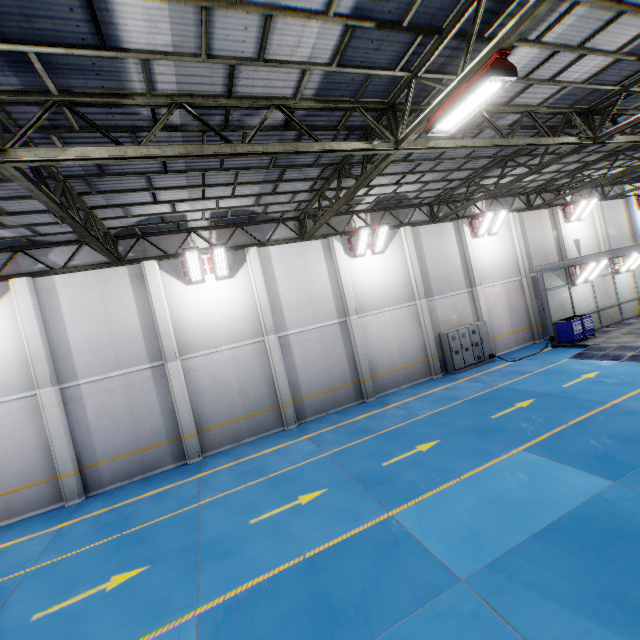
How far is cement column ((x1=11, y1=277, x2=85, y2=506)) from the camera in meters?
10.9 m

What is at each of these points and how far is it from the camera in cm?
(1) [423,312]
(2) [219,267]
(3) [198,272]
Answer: (1) cement column, 1655
(2) light, 1295
(3) light, 1269

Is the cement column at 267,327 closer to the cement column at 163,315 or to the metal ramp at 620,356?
the cement column at 163,315

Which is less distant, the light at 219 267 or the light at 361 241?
the light at 219 267

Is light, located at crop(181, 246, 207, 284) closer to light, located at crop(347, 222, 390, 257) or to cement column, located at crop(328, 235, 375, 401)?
cement column, located at crop(328, 235, 375, 401)

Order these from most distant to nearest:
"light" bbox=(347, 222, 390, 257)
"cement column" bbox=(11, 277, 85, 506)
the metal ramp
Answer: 1. "light" bbox=(347, 222, 390, 257)
2. the metal ramp
3. "cement column" bbox=(11, 277, 85, 506)

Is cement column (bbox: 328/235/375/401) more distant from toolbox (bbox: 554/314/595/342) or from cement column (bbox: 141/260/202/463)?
toolbox (bbox: 554/314/595/342)

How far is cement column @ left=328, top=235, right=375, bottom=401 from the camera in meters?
15.1 m
